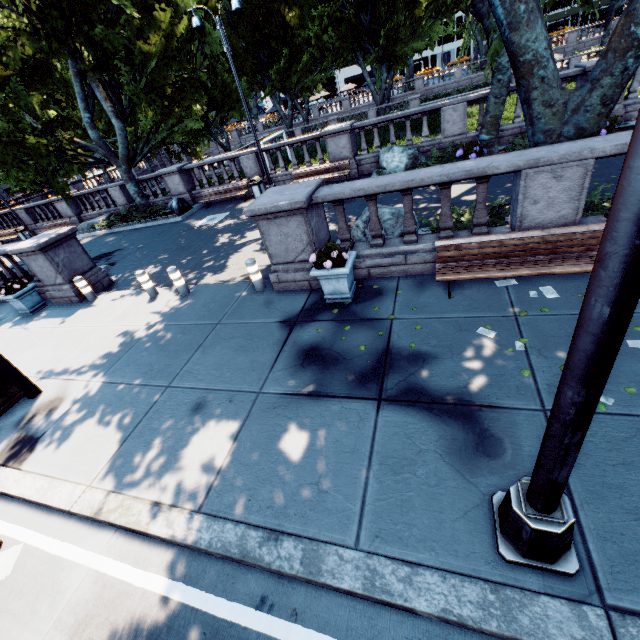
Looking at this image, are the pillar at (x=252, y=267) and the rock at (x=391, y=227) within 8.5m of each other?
yes

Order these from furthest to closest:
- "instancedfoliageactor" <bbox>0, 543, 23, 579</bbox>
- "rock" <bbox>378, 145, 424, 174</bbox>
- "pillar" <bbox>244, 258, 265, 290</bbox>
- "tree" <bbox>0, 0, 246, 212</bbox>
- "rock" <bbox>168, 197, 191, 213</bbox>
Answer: "rock" <bbox>168, 197, 191, 213</bbox> < "tree" <bbox>0, 0, 246, 212</bbox> < "rock" <bbox>378, 145, 424, 174</bbox> < "pillar" <bbox>244, 258, 265, 290</bbox> < "instancedfoliageactor" <bbox>0, 543, 23, 579</bbox>

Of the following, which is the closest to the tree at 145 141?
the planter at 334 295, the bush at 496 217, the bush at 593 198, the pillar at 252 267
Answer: the bush at 593 198

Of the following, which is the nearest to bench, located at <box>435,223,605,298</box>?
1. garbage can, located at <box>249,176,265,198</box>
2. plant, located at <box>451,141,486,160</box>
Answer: plant, located at <box>451,141,486,160</box>

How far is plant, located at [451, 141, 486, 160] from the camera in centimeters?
1211cm

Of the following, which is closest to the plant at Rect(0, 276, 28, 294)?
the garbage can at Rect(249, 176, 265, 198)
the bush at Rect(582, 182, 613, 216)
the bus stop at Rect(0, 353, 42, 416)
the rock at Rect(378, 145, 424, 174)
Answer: the bus stop at Rect(0, 353, 42, 416)

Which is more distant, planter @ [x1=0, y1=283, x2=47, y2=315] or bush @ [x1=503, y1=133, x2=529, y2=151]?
bush @ [x1=503, y1=133, x2=529, y2=151]

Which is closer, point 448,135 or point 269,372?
point 269,372
